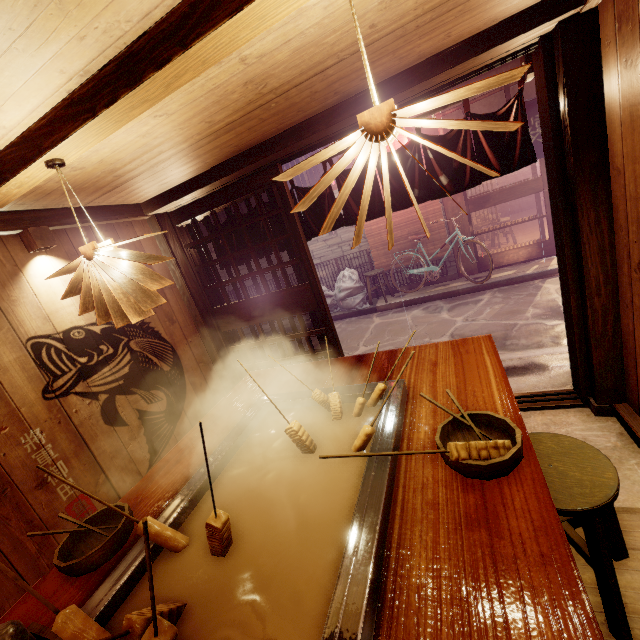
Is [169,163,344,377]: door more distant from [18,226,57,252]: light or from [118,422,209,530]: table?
[18,226,57,252]: light

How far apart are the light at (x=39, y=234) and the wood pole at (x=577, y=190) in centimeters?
665cm

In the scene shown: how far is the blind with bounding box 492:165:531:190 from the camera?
23.30m

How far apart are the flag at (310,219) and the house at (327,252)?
8.7 meters

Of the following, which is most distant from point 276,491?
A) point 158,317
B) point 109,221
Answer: point 109,221

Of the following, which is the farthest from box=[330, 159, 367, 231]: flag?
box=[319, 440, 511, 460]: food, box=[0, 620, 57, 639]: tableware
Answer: box=[0, 620, 57, 639]: tableware

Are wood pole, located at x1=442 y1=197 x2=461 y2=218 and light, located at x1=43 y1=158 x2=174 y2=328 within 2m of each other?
no

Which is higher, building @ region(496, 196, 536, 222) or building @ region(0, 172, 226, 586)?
building @ region(0, 172, 226, 586)
